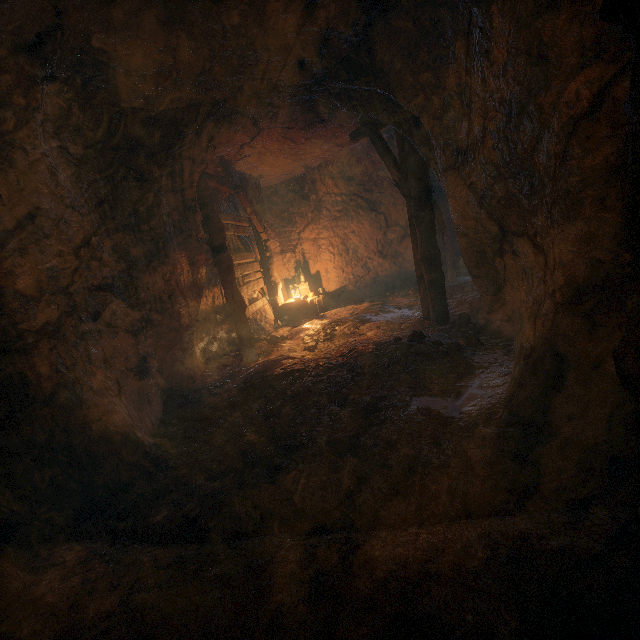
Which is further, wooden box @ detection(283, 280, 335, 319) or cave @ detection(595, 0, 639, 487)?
wooden box @ detection(283, 280, 335, 319)

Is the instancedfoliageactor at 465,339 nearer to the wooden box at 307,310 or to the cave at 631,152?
the cave at 631,152

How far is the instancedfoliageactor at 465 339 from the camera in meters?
4.8 m

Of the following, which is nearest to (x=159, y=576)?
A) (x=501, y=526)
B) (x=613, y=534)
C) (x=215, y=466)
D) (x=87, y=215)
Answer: (x=215, y=466)

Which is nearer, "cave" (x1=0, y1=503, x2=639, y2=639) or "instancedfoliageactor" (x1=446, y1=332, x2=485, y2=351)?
"cave" (x1=0, y1=503, x2=639, y2=639)

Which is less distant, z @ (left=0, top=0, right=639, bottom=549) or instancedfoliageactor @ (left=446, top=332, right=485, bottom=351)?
z @ (left=0, top=0, right=639, bottom=549)

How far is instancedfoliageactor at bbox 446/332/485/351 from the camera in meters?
4.8 m

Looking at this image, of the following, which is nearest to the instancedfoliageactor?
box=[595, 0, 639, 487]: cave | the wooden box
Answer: box=[595, 0, 639, 487]: cave
